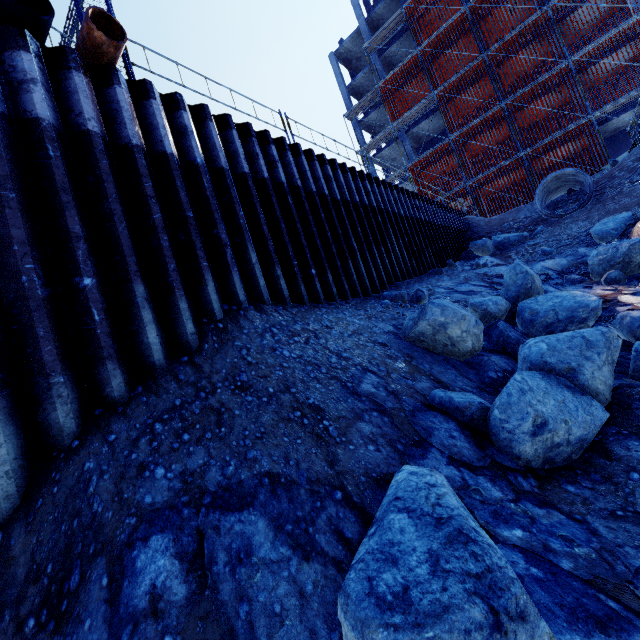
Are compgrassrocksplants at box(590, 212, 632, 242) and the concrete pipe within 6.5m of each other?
yes

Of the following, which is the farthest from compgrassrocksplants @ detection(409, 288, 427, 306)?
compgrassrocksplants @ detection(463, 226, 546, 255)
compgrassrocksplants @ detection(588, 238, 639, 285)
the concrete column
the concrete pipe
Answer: the concrete column

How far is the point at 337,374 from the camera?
4.2 meters

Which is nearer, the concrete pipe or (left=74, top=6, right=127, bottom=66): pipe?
(left=74, top=6, right=127, bottom=66): pipe

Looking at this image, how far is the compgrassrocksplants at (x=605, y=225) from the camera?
10.29m

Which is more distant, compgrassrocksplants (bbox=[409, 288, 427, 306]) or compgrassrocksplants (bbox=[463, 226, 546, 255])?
compgrassrocksplants (bbox=[463, 226, 546, 255])

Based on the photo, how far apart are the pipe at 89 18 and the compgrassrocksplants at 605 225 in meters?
13.4

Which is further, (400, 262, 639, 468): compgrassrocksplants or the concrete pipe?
the concrete pipe
